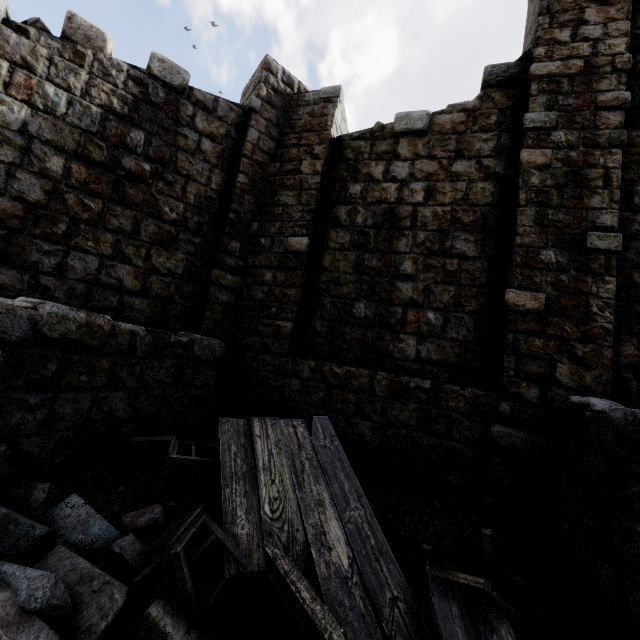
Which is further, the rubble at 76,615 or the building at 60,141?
the building at 60,141

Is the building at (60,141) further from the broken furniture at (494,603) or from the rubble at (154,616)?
the broken furniture at (494,603)

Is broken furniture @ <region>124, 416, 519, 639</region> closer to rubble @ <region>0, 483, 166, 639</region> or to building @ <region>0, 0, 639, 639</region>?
rubble @ <region>0, 483, 166, 639</region>

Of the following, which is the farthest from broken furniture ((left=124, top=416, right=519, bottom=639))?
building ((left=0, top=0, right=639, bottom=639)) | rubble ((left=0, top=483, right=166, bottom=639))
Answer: building ((left=0, top=0, right=639, bottom=639))

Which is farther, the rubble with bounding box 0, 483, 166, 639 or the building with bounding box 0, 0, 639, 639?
the building with bounding box 0, 0, 639, 639

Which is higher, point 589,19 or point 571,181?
point 589,19

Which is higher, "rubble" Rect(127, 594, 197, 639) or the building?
the building
